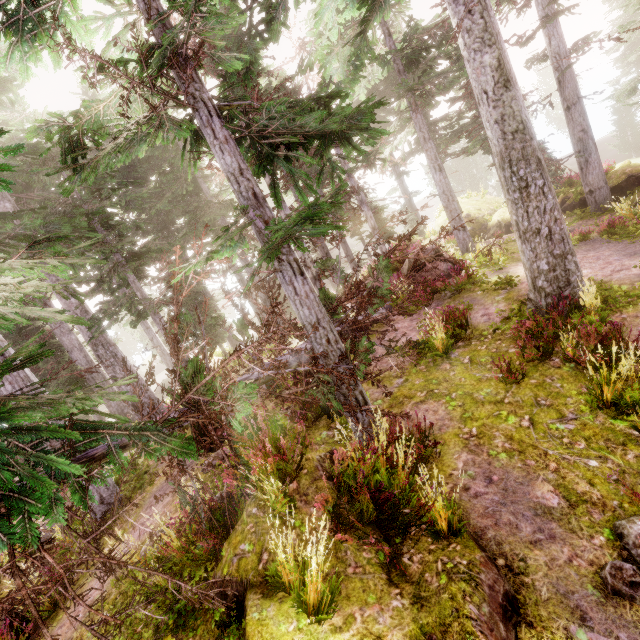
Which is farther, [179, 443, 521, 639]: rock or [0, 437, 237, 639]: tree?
[179, 443, 521, 639]: rock

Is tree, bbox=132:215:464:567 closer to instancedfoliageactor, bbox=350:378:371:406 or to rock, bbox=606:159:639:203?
instancedfoliageactor, bbox=350:378:371:406

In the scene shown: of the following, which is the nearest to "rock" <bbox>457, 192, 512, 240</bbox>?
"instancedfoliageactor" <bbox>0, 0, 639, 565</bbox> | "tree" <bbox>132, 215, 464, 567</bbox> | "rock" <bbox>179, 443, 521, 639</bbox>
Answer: "instancedfoliageactor" <bbox>0, 0, 639, 565</bbox>

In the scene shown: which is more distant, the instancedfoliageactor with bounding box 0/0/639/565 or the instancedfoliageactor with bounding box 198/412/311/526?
the instancedfoliageactor with bounding box 198/412/311/526

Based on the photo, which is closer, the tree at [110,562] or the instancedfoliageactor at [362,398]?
the tree at [110,562]

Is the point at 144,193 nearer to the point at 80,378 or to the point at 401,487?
the point at 80,378

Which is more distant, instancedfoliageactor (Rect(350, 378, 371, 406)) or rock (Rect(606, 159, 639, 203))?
rock (Rect(606, 159, 639, 203))

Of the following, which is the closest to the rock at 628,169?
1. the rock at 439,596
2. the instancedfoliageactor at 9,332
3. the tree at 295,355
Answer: the instancedfoliageactor at 9,332
